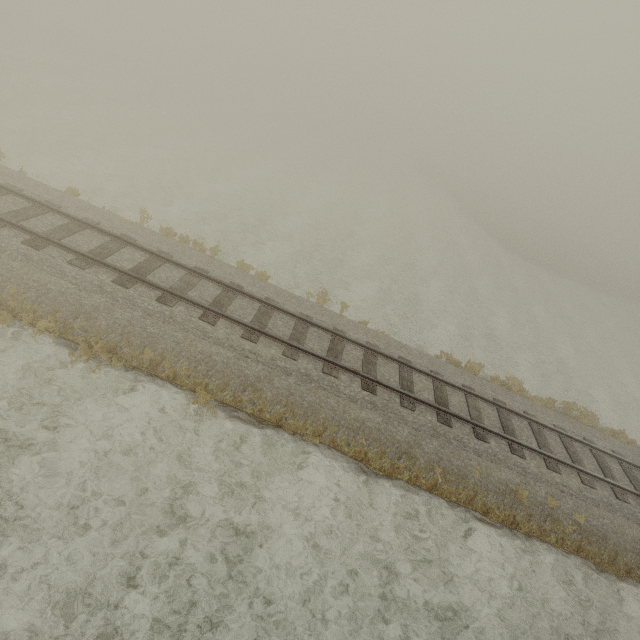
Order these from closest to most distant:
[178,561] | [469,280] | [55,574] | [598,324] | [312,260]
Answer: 1. [55,574]
2. [178,561]
3. [312,260]
4. [469,280]
5. [598,324]
